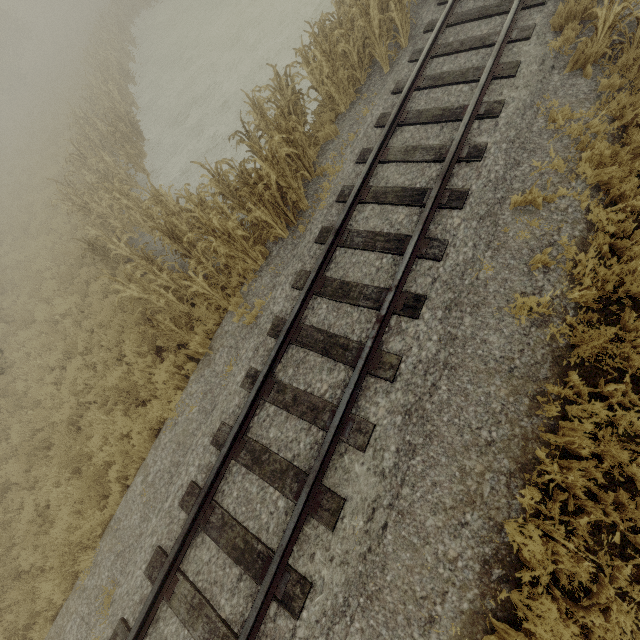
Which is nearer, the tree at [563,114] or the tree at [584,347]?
the tree at [584,347]

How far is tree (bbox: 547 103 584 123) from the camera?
5.22m

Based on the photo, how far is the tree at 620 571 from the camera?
3.1 meters

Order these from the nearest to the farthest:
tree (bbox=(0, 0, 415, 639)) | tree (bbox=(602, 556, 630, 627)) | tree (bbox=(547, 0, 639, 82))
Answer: tree (bbox=(602, 556, 630, 627)) → tree (bbox=(547, 0, 639, 82)) → tree (bbox=(0, 0, 415, 639))

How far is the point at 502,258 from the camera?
4.8m

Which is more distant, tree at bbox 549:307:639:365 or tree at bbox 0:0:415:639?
tree at bbox 0:0:415:639
